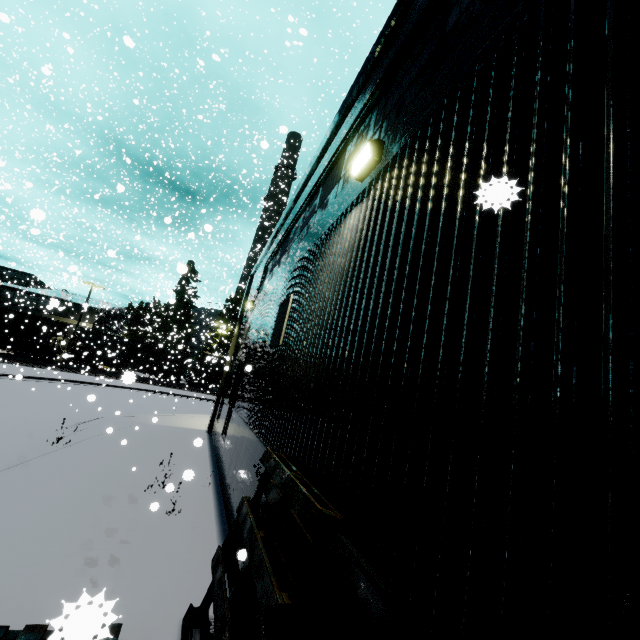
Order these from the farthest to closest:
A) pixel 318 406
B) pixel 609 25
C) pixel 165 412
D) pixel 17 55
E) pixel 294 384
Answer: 1. pixel 17 55
2. pixel 165 412
3. pixel 294 384
4. pixel 318 406
5. pixel 609 25

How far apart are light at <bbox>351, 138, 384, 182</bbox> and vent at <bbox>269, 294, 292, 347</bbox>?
2.64m

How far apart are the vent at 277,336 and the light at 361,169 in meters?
2.6

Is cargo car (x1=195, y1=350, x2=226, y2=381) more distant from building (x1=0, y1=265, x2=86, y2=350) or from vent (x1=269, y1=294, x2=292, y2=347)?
vent (x1=269, y1=294, x2=292, y2=347)

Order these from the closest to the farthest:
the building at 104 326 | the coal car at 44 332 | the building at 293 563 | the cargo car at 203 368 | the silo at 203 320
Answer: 1. the building at 293 563
2. the coal car at 44 332
3. the cargo car at 203 368
4. the building at 104 326
5. the silo at 203 320

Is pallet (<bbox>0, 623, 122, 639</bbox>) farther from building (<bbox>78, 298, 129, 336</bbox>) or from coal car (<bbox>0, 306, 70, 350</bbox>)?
coal car (<bbox>0, 306, 70, 350</bbox>)

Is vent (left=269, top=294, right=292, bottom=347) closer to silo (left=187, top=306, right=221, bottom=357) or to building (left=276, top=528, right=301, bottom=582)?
building (left=276, top=528, right=301, bottom=582)
